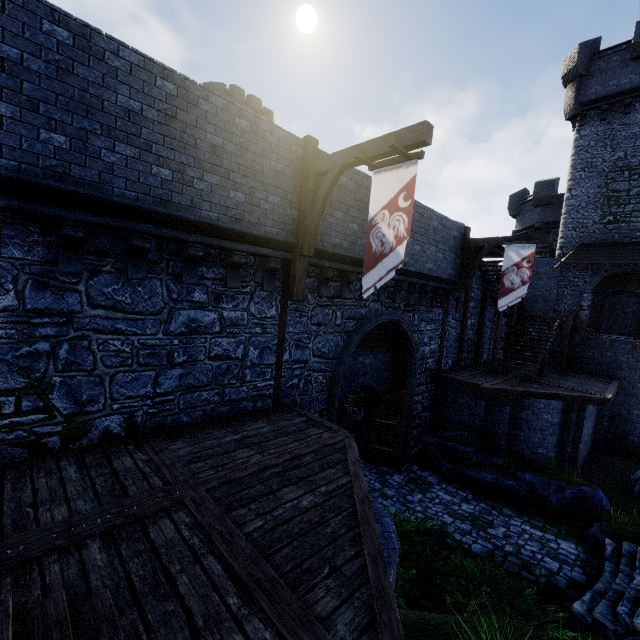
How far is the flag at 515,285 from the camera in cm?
1280

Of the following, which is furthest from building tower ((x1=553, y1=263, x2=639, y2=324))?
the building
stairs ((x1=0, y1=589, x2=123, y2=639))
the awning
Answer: the building

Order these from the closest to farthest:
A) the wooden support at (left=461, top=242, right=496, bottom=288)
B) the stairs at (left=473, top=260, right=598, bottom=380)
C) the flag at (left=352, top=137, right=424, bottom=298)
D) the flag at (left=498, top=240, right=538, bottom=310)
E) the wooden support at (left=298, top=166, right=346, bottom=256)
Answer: the flag at (left=352, top=137, right=424, bottom=298) < the wooden support at (left=298, top=166, right=346, bottom=256) < the flag at (left=498, top=240, right=538, bottom=310) < the wooden support at (left=461, top=242, right=496, bottom=288) < the stairs at (left=473, top=260, right=598, bottom=380)

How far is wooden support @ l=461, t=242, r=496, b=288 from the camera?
14.2 meters

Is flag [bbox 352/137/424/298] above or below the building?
below

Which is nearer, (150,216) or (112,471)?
(112,471)

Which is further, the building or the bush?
the building

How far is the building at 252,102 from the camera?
33.3m
